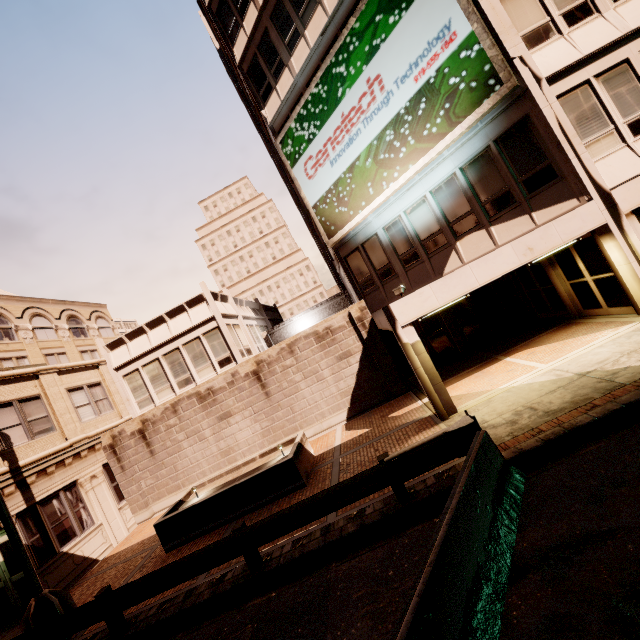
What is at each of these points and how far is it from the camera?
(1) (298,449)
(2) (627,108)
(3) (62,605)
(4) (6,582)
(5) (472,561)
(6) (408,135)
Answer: (1) planter, 10.7m
(2) building, 9.3m
(3) street light, 8.1m
(4) building, 11.0m
(5) barrier, 4.1m
(6) sign, 11.8m

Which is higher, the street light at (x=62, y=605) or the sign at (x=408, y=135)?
the sign at (x=408, y=135)

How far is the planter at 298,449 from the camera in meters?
9.8 m

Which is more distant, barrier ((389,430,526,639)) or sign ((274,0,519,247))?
sign ((274,0,519,247))

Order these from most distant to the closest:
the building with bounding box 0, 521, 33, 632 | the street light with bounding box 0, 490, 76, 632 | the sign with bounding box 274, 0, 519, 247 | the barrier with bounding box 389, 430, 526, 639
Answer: the building with bounding box 0, 521, 33, 632 → the sign with bounding box 274, 0, 519, 247 → the street light with bounding box 0, 490, 76, 632 → the barrier with bounding box 389, 430, 526, 639

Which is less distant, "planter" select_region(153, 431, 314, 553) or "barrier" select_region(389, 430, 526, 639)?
"barrier" select_region(389, 430, 526, 639)

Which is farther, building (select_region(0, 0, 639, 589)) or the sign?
the sign

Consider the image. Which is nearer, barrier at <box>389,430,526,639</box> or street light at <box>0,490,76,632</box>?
barrier at <box>389,430,526,639</box>
